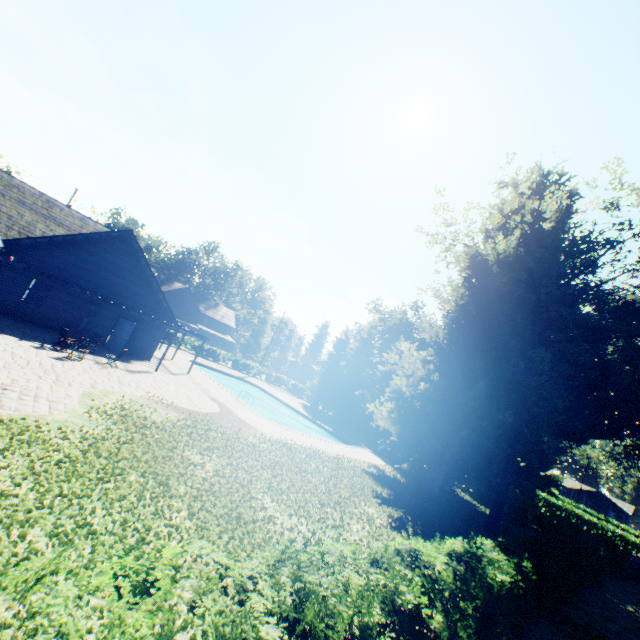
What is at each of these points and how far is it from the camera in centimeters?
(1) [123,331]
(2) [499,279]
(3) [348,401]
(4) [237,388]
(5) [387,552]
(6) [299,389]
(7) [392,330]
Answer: (1) door, 2189cm
(2) plant, 1711cm
(3) tree, 4050cm
(4) swimming pool, 4034cm
(5) hedge, 544cm
(6) hedge, 5091cm
(7) plant, 5872cm

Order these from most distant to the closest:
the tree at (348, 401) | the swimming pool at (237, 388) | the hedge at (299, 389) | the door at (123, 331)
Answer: the hedge at (299, 389), the tree at (348, 401), the swimming pool at (237, 388), the door at (123, 331)

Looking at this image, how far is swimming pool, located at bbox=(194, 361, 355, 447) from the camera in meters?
27.4 m

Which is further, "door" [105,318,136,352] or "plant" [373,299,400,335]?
"plant" [373,299,400,335]

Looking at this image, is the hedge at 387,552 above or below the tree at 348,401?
below

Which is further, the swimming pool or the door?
the swimming pool

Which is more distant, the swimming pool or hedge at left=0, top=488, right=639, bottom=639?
the swimming pool

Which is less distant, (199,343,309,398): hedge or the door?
the door
